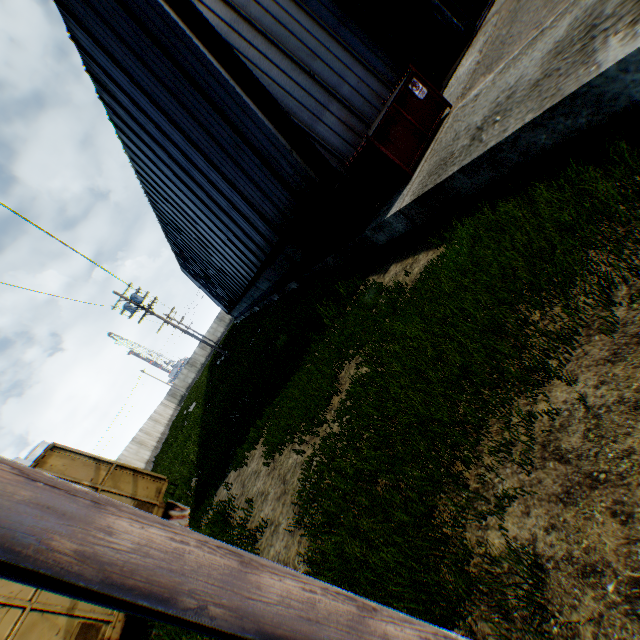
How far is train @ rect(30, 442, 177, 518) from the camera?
8.2m

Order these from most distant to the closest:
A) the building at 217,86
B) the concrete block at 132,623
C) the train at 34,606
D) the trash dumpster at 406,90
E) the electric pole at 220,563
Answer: the concrete block at 132,623 < the building at 217,86 < the trash dumpster at 406,90 < the train at 34,606 < the electric pole at 220,563

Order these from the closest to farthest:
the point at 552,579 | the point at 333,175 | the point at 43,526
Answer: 1. the point at 43,526
2. the point at 552,579
3. the point at 333,175

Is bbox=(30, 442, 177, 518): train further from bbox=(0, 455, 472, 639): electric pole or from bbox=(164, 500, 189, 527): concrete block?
bbox=(0, 455, 472, 639): electric pole

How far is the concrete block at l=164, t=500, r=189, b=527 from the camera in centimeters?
877cm

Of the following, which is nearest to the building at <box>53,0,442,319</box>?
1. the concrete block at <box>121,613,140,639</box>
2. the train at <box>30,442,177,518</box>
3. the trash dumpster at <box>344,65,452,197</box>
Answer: the trash dumpster at <box>344,65,452,197</box>

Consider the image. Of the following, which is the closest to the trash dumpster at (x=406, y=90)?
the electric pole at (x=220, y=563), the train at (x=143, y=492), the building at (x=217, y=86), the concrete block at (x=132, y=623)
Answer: the building at (x=217, y=86)

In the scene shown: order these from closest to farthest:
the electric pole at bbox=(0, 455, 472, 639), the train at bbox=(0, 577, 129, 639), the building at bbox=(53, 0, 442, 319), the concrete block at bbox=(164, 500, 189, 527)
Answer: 1. the electric pole at bbox=(0, 455, 472, 639)
2. the train at bbox=(0, 577, 129, 639)
3. the building at bbox=(53, 0, 442, 319)
4. the concrete block at bbox=(164, 500, 189, 527)
